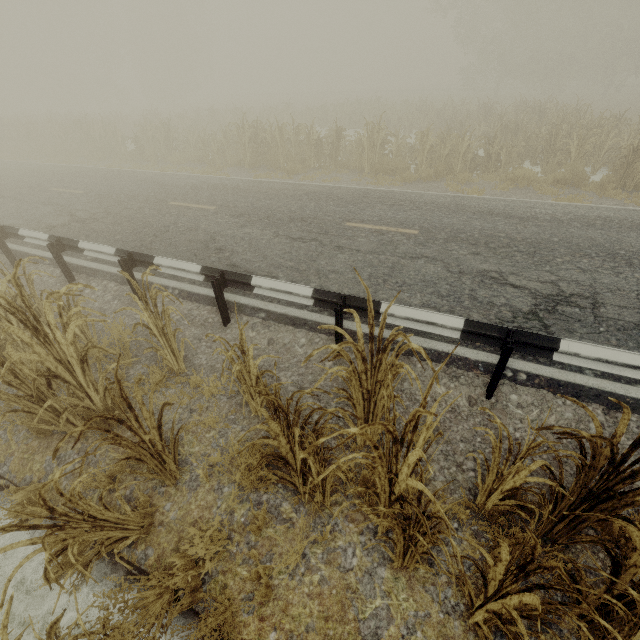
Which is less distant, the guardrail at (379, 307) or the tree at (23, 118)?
the guardrail at (379, 307)

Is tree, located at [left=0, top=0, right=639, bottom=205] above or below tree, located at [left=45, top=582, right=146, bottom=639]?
above

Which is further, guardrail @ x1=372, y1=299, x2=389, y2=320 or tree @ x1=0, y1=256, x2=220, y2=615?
guardrail @ x1=372, y1=299, x2=389, y2=320

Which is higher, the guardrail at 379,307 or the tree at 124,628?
the guardrail at 379,307

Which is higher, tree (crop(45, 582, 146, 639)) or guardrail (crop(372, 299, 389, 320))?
guardrail (crop(372, 299, 389, 320))

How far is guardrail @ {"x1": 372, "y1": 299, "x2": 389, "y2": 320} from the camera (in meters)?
4.16

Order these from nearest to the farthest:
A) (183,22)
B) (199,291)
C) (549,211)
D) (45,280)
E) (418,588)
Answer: (418,588) → (199,291) → (45,280) → (549,211) → (183,22)

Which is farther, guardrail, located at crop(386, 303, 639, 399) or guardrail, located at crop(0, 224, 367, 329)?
guardrail, located at crop(0, 224, 367, 329)
